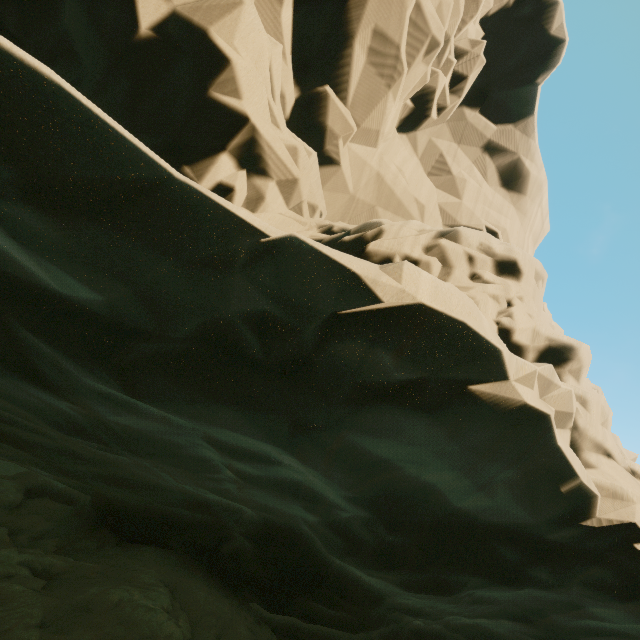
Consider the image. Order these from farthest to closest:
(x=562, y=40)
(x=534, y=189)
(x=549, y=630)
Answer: (x=534, y=189)
(x=562, y=40)
(x=549, y=630)
